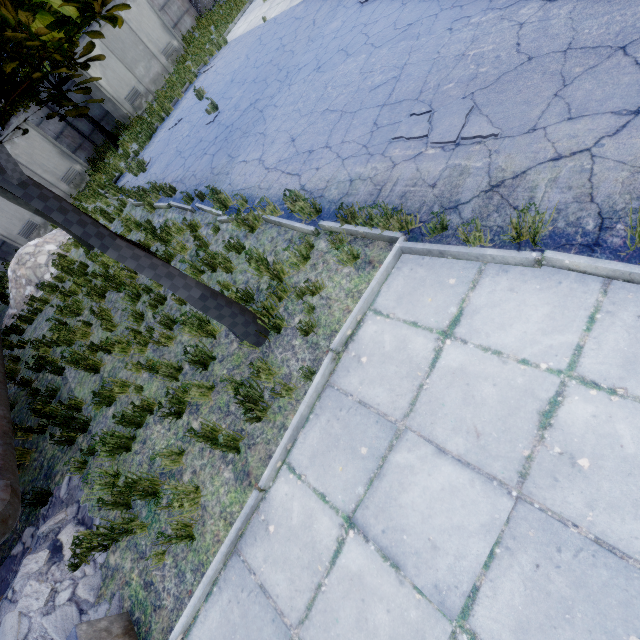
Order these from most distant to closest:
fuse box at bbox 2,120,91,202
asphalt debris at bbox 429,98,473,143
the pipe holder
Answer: fuse box at bbox 2,120,91,202
asphalt debris at bbox 429,98,473,143
the pipe holder

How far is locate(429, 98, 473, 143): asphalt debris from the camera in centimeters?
439cm

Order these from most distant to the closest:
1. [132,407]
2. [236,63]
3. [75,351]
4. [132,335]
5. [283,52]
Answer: [236,63] → [283,52] → [75,351] → [132,335] → [132,407]

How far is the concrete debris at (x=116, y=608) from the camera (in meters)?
3.86

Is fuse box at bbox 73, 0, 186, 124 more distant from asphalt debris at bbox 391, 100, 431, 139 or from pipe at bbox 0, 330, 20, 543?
asphalt debris at bbox 391, 100, 431, 139

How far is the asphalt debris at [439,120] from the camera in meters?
4.4

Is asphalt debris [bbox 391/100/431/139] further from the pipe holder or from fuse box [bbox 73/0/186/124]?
fuse box [bbox 73/0/186/124]

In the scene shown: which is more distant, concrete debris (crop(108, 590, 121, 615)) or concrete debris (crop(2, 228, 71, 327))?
concrete debris (crop(2, 228, 71, 327))
